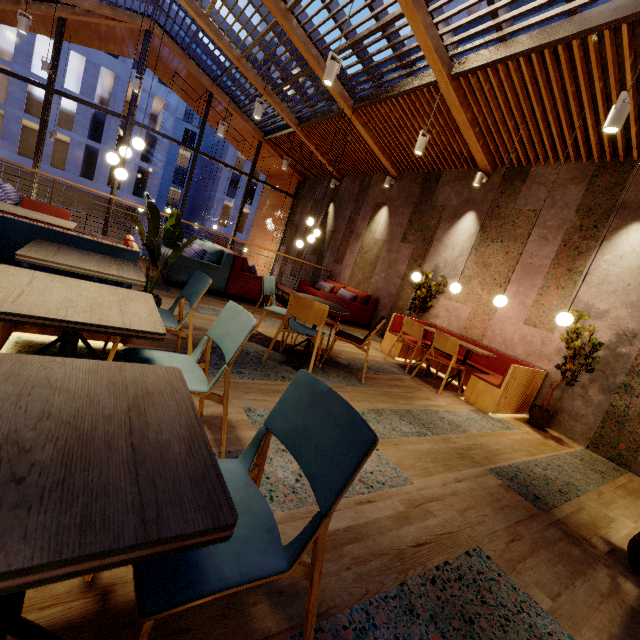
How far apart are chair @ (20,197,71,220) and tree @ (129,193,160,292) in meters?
0.9 m

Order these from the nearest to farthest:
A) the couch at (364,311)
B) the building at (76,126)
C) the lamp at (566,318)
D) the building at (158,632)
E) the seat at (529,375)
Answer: the building at (158,632)
the lamp at (566,318)
the seat at (529,375)
the couch at (364,311)
the building at (76,126)

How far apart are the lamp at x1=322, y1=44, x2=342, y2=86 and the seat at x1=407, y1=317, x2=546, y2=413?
3.9m

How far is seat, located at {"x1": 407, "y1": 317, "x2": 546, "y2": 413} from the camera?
4.6 meters

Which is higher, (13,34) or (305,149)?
(13,34)

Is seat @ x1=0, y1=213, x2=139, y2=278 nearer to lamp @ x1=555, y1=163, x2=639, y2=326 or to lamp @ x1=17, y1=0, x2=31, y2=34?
lamp @ x1=555, y1=163, x2=639, y2=326

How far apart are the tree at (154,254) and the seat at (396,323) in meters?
4.0 m

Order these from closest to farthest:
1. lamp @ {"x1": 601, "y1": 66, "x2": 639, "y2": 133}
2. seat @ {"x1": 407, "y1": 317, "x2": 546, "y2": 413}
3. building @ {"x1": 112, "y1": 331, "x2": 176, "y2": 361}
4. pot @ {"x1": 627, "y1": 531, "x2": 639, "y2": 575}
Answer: pot @ {"x1": 627, "y1": 531, "x2": 639, "y2": 575}
building @ {"x1": 112, "y1": 331, "x2": 176, "y2": 361}
lamp @ {"x1": 601, "y1": 66, "x2": 639, "y2": 133}
seat @ {"x1": 407, "y1": 317, "x2": 546, "y2": 413}
